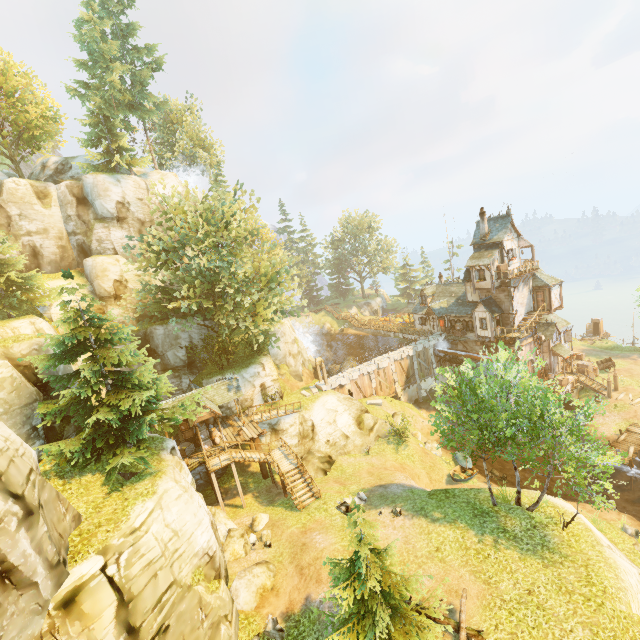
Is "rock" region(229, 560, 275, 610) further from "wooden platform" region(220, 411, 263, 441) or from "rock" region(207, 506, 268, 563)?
"wooden platform" region(220, 411, 263, 441)

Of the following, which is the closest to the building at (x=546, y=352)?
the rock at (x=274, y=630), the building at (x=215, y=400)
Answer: the building at (x=215, y=400)

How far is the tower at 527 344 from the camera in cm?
3525

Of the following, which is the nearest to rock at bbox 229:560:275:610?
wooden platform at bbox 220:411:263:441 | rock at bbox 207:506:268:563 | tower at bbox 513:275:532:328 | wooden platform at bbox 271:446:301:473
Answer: rock at bbox 207:506:268:563

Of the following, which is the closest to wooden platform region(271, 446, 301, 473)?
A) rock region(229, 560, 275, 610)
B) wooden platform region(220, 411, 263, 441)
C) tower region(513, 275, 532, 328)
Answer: wooden platform region(220, 411, 263, 441)

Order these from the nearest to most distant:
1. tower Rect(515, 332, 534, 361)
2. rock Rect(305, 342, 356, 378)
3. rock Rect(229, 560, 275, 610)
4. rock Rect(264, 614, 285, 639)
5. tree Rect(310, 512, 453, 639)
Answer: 1. tree Rect(310, 512, 453, 639)
2. rock Rect(264, 614, 285, 639)
3. rock Rect(229, 560, 275, 610)
4. tower Rect(515, 332, 534, 361)
5. rock Rect(305, 342, 356, 378)

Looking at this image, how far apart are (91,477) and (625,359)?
55.10m

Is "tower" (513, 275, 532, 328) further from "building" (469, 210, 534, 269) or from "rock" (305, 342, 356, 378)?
"rock" (305, 342, 356, 378)
